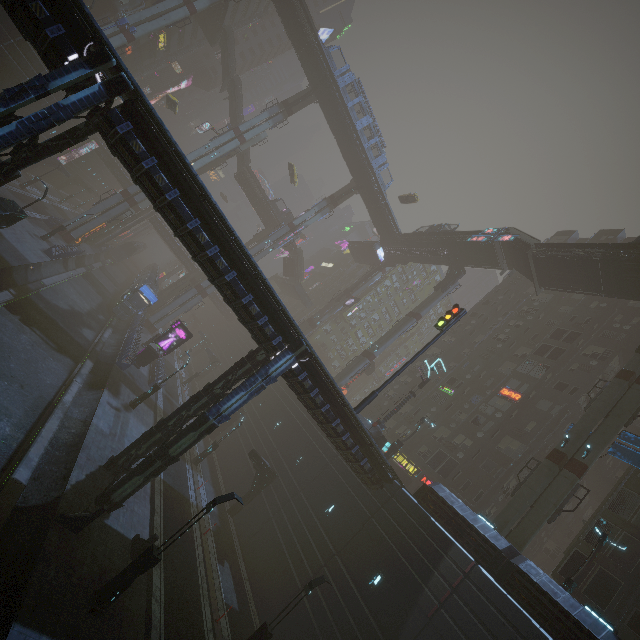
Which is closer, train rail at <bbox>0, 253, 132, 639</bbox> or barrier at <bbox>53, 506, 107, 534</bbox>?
train rail at <bbox>0, 253, 132, 639</bbox>

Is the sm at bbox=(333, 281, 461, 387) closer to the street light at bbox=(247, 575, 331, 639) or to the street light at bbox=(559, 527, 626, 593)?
the street light at bbox=(247, 575, 331, 639)

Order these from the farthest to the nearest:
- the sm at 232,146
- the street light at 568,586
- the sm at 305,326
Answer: the sm at 305,326
the sm at 232,146
the street light at 568,586

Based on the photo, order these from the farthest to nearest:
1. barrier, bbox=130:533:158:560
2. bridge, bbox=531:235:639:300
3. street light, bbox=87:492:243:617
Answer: bridge, bbox=531:235:639:300 → barrier, bbox=130:533:158:560 → street light, bbox=87:492:243:617

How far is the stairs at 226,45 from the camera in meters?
54.4 m

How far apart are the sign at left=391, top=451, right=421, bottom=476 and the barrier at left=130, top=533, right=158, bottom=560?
26.6m

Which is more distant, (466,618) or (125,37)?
(125,37)

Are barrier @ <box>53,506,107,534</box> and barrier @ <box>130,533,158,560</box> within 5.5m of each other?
yes
